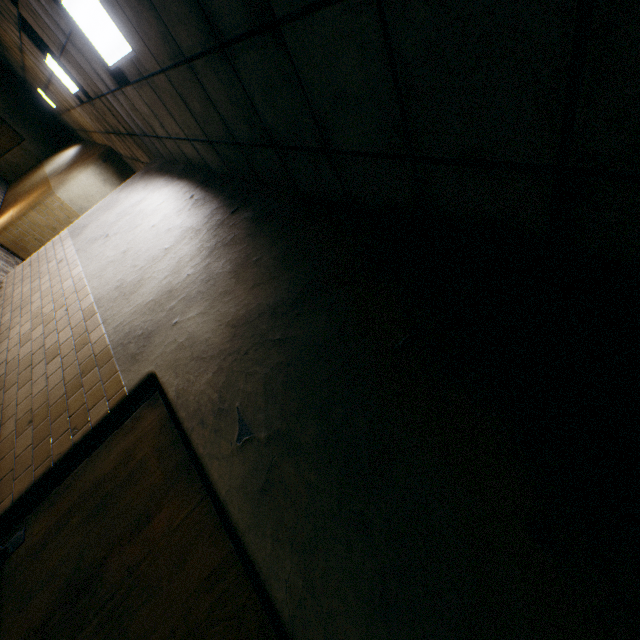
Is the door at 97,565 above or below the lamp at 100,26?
below

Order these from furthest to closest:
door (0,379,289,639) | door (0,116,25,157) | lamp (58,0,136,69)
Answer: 1. door (0,116,25,157)
2. lamp (58,0,136,69)
3. door (0,379,289,639)

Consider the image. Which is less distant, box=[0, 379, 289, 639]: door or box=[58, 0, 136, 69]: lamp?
box=[0, 379, 289, 639]: door

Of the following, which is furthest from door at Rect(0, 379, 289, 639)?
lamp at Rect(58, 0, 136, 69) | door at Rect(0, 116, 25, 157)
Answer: door at Rect(0, 116, 25, 157)

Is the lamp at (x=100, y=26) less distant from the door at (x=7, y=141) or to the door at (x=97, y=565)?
the door at (x=97, y=565)

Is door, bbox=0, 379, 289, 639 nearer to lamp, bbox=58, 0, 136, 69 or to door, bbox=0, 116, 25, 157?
lamp, bbox=58, 0, 136, 69

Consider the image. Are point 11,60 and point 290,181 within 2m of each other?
no
